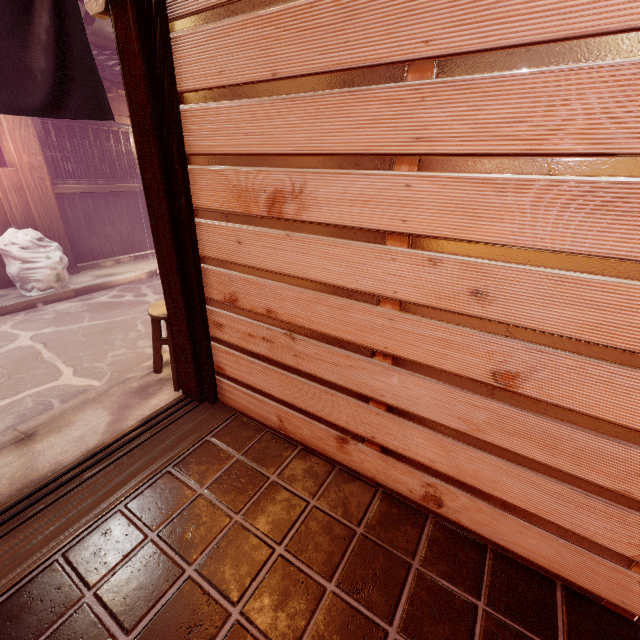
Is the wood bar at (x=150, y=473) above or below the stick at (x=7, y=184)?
below

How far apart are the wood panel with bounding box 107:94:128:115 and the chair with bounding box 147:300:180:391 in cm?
937

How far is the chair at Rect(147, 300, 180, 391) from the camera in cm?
525

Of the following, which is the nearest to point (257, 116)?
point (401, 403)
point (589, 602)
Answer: point (401, 403)

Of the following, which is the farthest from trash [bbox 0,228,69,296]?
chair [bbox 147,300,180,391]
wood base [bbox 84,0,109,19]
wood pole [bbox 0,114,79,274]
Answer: wood base [bbox 84,0,109,19]

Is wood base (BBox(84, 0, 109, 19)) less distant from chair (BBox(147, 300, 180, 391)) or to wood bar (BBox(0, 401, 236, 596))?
chair (BBox(147, 300, 180, 391))

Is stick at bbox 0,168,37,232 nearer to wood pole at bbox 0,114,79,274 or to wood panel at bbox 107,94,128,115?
wood pole at bbox 0,114,79,274

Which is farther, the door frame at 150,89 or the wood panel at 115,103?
the wood panel at 115,103
